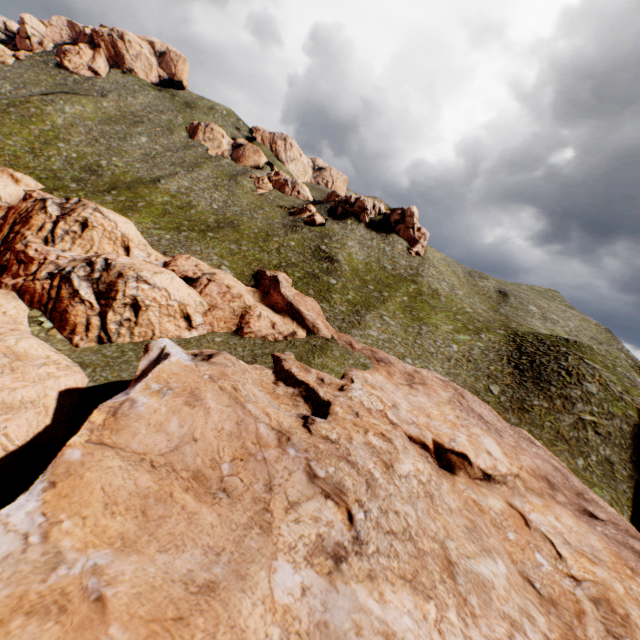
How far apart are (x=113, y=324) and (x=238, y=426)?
19.26m
